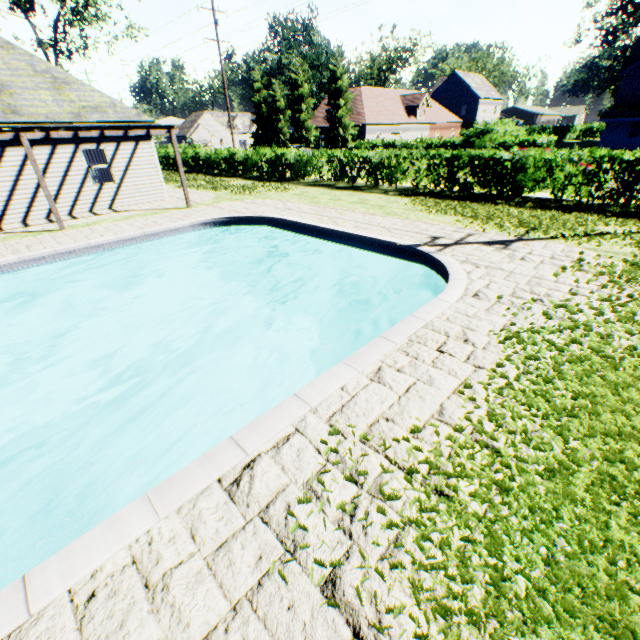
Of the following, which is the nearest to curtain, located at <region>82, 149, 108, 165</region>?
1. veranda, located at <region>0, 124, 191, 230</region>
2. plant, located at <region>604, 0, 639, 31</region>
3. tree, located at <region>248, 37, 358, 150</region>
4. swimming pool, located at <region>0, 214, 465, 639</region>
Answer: veranda, located at <region>0, 124, 191, 230</region>

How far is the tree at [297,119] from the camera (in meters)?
36.25

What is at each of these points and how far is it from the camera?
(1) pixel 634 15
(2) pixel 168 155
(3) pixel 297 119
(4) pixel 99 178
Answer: (1) plant, 56.44m
(2) hedge, 33.22m
(3) tree, 41.28m
(4) curtain, 14.59m

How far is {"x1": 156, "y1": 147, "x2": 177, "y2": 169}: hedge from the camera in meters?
32.3

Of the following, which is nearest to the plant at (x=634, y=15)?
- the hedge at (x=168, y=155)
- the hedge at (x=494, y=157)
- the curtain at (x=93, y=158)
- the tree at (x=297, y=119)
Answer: the tree at (x=297, y=119)

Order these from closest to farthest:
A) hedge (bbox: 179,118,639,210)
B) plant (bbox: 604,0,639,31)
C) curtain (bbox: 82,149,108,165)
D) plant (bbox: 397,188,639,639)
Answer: plant (bbox: 397,188,639,639)
hedge (bbox: 179,118,639,210)
curtain (bbox: 82,149,108,165)
plant (bbox: 604,0,639,31)

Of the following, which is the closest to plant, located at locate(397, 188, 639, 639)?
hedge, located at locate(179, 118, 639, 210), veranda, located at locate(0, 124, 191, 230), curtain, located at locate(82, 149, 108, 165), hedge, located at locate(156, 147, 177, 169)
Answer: hedge, located at locate(179, 118, 639, 210)

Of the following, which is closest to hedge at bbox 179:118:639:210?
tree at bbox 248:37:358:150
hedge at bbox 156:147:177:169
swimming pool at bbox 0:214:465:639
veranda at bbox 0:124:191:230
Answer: tree at bbox 248:37:358:150
